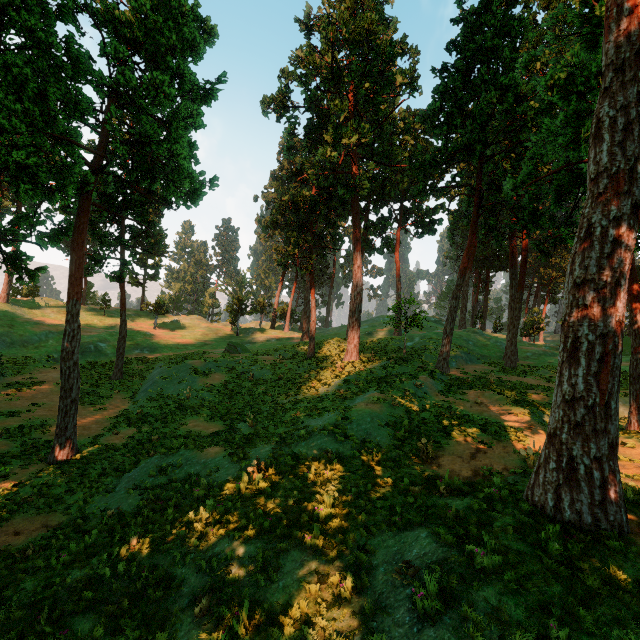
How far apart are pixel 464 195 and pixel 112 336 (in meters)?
47.09

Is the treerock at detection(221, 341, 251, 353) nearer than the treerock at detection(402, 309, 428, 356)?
No

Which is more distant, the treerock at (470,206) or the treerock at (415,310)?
the treerock at (415,310)

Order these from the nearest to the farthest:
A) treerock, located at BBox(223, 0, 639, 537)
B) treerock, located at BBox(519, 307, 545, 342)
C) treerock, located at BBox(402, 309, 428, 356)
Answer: treerock, located at BBox(223, 0, 639, 537) < treerock, located at BBox(402, 309, 428, 356) < treerock, located at BBox(519, 307, 545, 342)

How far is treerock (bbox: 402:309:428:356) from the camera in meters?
26.6
